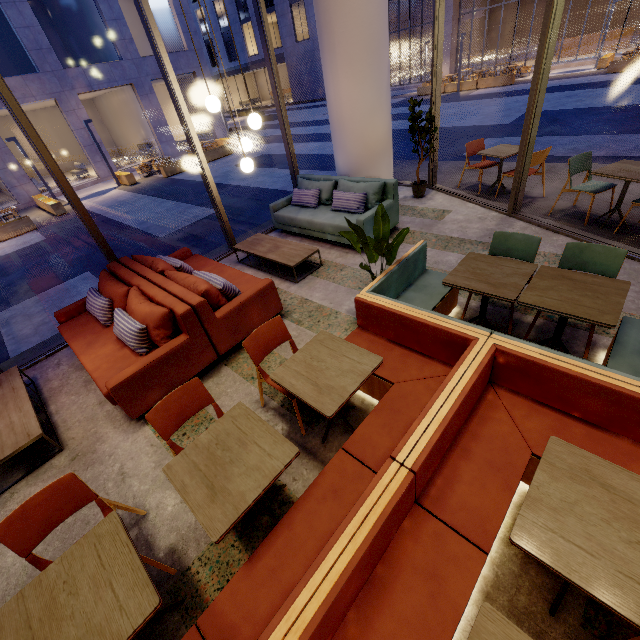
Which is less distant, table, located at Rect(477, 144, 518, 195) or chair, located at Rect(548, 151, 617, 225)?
chair, located at Rect(548, 151, 617, 225)

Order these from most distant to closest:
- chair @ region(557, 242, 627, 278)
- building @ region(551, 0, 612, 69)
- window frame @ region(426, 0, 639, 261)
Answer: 1. building @ region(551, 0, 612, 69)
2. window frame @ region(426, 0, 639, 261)
3. chair @ region(557, 242, 627, 278)

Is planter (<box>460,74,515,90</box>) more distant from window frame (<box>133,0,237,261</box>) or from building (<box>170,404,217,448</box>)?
window frame (<box>133,0,237,261</box>)

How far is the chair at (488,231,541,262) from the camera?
3.3m

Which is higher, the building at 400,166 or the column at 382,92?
the column at 382,92

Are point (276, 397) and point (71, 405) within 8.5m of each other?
yes

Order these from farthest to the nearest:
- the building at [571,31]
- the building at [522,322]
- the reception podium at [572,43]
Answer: the reception podium at [572,43] < the building at [571,31] < the building at [522,322]

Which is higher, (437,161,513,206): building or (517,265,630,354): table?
(517,265,630,354): table
